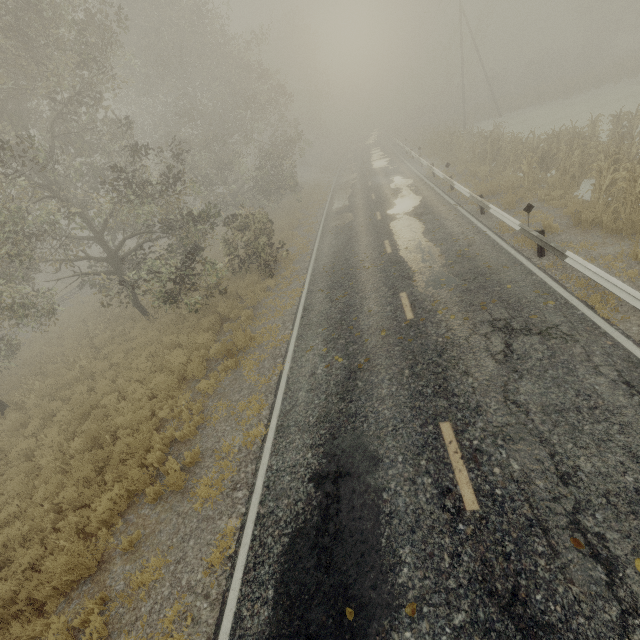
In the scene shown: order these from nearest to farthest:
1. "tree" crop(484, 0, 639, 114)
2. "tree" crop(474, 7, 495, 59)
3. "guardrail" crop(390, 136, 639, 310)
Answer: "guardrail" crop(390, 136, 639, 310) → "tree" crop(484, 0, 639, 114) → "tree" crop(474, 7, 495, 59)

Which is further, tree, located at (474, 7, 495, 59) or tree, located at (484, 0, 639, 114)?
tree, located at (474, 7, 495, 59)

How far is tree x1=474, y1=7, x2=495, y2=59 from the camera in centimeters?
3567cm

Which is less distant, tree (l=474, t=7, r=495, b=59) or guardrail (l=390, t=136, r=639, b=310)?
guardrail (l=390, t=136, r=639, b=310)

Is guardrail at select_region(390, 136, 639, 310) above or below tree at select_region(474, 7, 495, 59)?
below

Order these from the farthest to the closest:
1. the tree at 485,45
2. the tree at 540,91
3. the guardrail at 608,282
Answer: the tree at 485,45 → the tree at 540,91 → the guardrail at 608,282

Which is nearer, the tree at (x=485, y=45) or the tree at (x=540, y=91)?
the tree at (x=540, y=91)

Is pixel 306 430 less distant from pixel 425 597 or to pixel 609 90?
pixel 425 597
